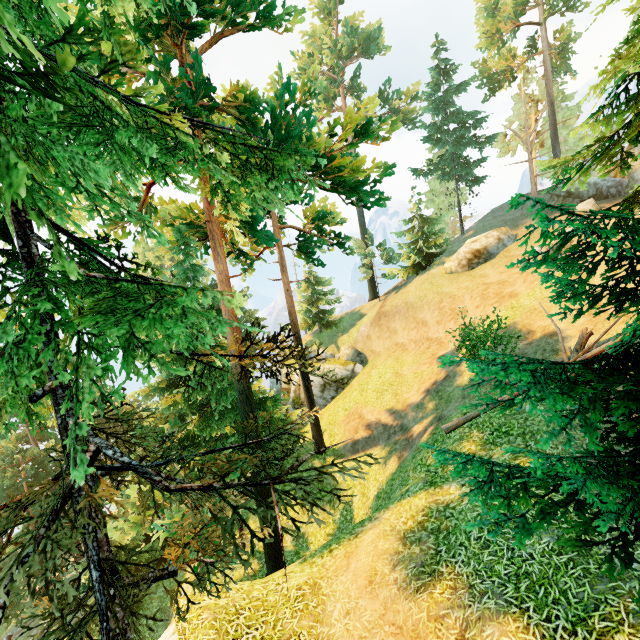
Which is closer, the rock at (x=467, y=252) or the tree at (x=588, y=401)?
the tree at (x=588, y=401)

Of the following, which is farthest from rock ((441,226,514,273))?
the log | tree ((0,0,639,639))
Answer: the log

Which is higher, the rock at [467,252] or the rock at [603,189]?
the rock at [603,189]

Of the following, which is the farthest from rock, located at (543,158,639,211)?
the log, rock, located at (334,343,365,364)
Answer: rock, located at (334,343,365,364)

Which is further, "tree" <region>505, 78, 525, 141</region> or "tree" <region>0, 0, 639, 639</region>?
"tree" <region>505, 78, 525, 141</region>

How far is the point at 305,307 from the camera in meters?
38.6

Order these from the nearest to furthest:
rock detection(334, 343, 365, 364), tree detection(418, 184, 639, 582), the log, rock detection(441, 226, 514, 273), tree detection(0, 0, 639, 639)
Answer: tree detection(0, 0, 639, 639)
tree detection(418, 184, 639, 582)
the log
rock detection(441, 226, 514, 273)
rock detection(334, 343, 365, 364)

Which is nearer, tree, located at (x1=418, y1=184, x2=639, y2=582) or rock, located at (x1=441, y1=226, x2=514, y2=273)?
tree, located at (x1=418, y1=184, x2=639, y2=582)
